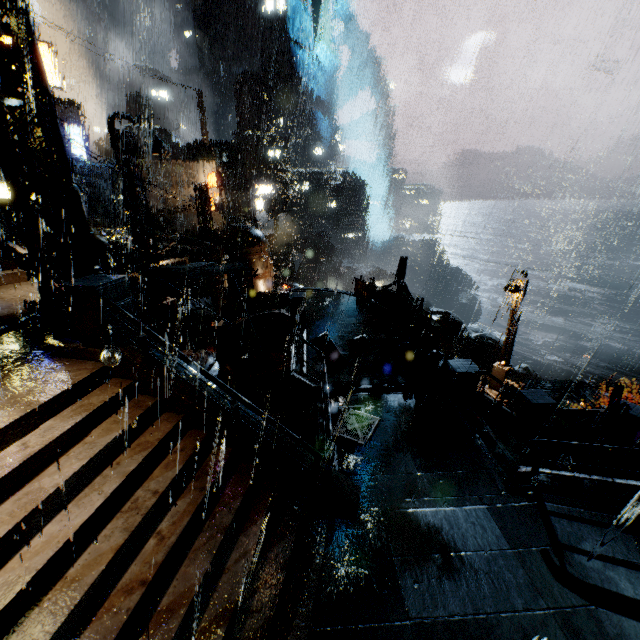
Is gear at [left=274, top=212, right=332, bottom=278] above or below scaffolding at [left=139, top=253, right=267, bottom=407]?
below

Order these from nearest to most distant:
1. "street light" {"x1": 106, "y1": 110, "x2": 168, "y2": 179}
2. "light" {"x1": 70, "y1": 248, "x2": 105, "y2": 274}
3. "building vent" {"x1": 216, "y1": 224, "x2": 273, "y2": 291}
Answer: "light" {"x1": 70, "y1": 248, "x2": 105, "y2": 274} → "street light" {"x1": 106, "y1": 110, "x2": 168, "y2": 179} → "building vent" {"x1": 216, "y1": 224, "x2": 273, "y2": 291}

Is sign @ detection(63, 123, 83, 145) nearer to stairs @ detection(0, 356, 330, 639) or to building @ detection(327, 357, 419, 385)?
building @ detection(327, 357, 419, 385)

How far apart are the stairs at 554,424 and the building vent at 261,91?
59.4m

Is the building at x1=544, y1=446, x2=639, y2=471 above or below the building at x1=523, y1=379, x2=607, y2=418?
above

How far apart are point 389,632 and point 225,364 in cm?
1516

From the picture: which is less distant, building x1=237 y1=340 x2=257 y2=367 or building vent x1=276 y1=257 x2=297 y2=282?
building x1=237 y1=340 x2=257 y2=367

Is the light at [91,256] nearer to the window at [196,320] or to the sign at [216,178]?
the window at [196,320]
